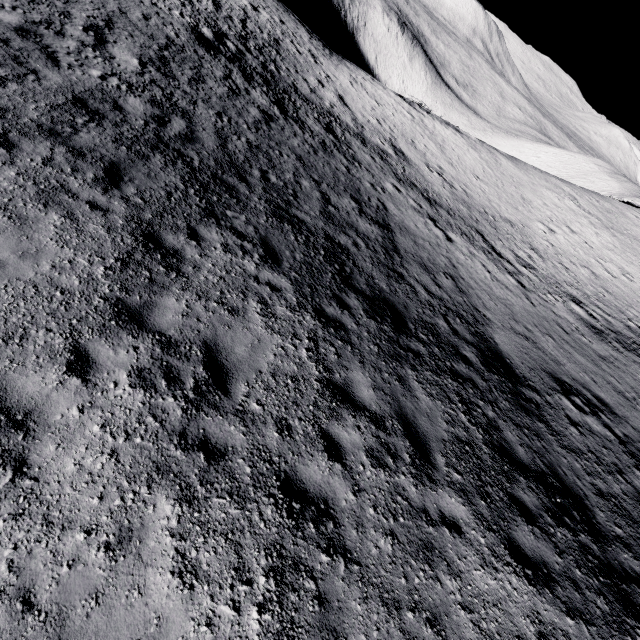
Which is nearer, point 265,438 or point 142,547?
point 142,547
